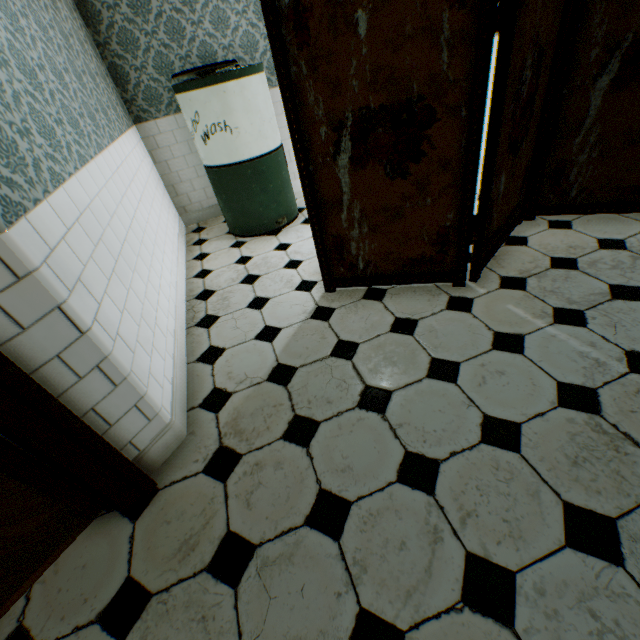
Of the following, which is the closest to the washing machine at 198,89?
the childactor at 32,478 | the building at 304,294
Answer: the building at 304,294

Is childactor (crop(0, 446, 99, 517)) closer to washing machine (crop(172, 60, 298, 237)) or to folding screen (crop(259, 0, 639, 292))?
folding screen (crop(259, 0, 639, 292))

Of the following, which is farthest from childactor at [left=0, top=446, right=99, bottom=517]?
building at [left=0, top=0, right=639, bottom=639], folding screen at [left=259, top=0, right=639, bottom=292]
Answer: folding screen at [left=259, top=0, right=639, bottom=292]

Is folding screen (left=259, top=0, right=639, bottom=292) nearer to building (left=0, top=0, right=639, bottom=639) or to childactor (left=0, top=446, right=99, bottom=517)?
building (left=0, top=0, right=639, bottom=639)

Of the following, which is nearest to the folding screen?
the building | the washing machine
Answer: the building

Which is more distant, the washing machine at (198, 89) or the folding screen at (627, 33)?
the washing machine at (198, 89)

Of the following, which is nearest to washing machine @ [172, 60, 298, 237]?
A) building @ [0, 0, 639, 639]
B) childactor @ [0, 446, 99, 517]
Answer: building @ [0, 0, 639, 639]

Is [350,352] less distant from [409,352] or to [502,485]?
[409,352]
